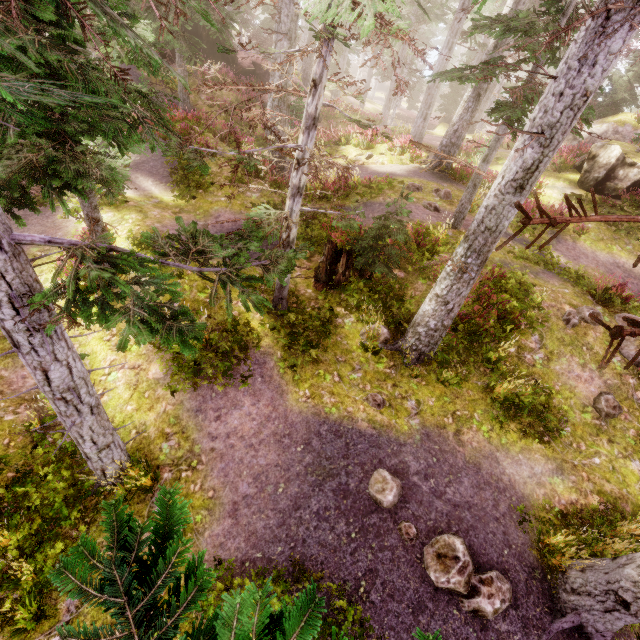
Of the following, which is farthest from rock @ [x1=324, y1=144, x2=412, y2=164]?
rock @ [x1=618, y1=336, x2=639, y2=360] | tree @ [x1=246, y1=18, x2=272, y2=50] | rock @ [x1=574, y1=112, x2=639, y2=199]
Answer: tree @ [x1=246, y1=18, x2=272, y2=50]

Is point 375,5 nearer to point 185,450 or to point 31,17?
point 31,17

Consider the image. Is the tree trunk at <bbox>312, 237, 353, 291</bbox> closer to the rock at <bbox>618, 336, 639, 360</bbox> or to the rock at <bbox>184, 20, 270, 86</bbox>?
the rock at <bbox>618, 336, 639, 360</bbox>

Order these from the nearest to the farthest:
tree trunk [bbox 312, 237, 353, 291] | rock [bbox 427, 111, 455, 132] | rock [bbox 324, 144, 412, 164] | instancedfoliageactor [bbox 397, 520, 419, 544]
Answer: instancedfoliageactor [bbox 397, 520, 419, 544] → tree trunk [bbox 312, 237, 353, 291] → rock [bbox 324, 144, 412, 164] → rock [bbox 427, 111, 455, 132]

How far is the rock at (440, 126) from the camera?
31.8m

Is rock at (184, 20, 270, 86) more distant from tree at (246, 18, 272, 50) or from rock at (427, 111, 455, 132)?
rock at (427, 111, 455, 132)

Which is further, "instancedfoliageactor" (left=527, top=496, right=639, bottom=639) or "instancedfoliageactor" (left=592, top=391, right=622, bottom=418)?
"instancedfoliageactor" (left=592, top=391, right=622, bottom=418)

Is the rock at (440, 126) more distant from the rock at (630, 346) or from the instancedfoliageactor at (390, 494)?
the rock at (630, 346)
